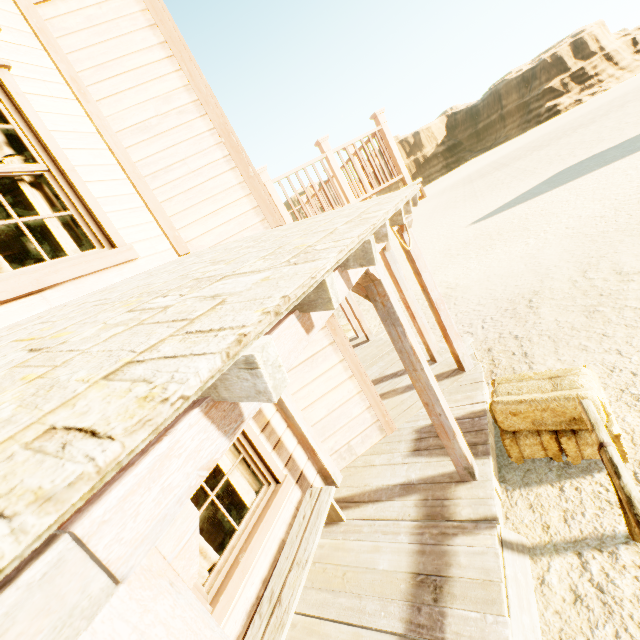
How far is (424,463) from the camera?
3.9m

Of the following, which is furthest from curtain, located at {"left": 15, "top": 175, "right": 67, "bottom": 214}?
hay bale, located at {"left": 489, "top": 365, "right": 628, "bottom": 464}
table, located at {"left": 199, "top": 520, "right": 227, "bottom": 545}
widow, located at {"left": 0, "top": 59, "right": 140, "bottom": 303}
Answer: hay bale, located at {"left": 489, "top": 365, "right": 628, "bottom": 464}

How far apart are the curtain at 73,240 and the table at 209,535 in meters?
3.2

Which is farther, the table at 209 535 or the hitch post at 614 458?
the table at 209 535

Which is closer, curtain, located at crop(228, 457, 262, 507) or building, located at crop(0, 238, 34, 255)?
curtain, located at crop(228, 457, 262, 507)

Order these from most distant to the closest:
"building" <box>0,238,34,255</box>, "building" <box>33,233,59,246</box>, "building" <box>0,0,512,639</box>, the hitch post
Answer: "building" <box>33,233,59,246</box>, "building" <box>0,238,34,255</box>, the hitch post, "building" <box>0,0,512,639</box>

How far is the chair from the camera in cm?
454

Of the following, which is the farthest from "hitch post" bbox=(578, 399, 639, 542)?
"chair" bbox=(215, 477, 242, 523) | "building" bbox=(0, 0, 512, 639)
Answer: "chair" bbox=(215, 477, 242, 523)
